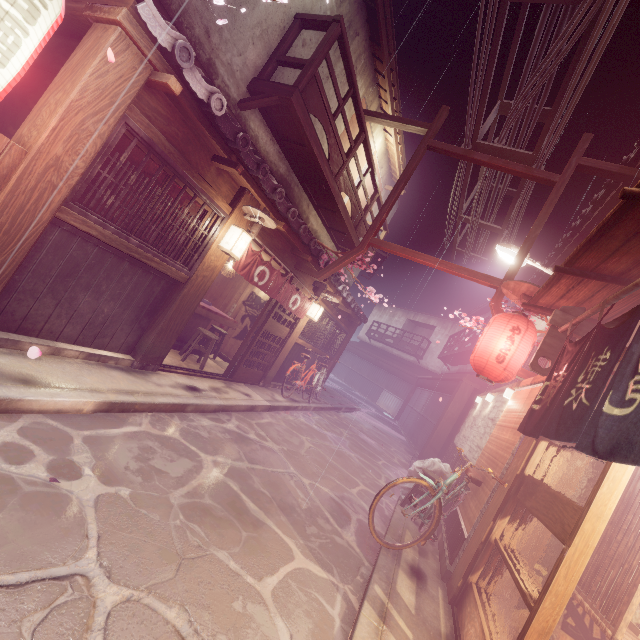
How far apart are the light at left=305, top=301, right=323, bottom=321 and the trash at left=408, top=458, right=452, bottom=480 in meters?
7.1 m

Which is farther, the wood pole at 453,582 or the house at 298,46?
the house at 298,46

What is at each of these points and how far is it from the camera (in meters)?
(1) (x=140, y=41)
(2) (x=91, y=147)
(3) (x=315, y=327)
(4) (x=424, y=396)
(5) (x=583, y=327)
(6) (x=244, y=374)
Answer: (1) wood bar, 5.45
(2) wood pole, 5.63
(3) window grill, 17.62
(4) foundation, 31.75
(5) wood base, 7.17
(6) door, 13.84

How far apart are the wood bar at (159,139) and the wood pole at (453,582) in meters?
9.2 m

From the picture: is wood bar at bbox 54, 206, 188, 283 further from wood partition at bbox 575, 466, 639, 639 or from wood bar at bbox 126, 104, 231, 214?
wood partition at bbox 575, 466, 639, 639

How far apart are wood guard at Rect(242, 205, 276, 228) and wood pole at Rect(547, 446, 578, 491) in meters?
8.4

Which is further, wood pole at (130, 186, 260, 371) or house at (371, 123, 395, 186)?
house at (371, 123, 395, 186)

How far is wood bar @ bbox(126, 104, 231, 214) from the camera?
6.14m
